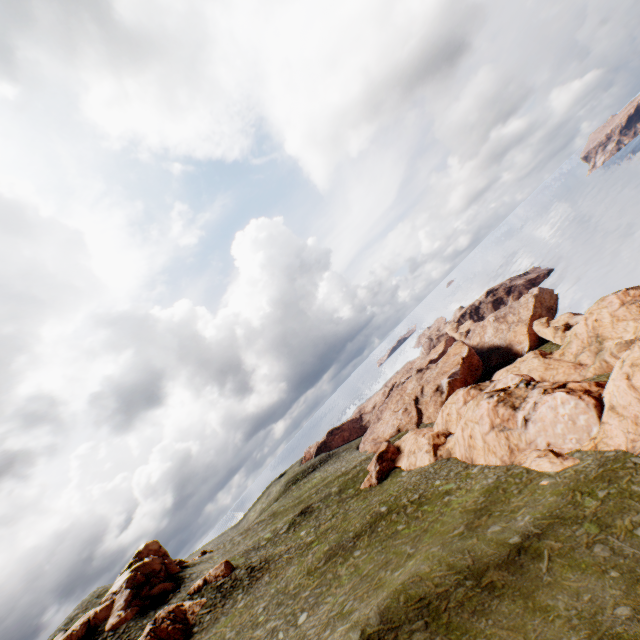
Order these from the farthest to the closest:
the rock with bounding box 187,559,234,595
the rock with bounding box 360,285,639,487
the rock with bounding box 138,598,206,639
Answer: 1. the rock with bounding box 187,559,234,595
2. the rock with bounding box 138,598,206,639
3. the rock with bounding box 360,285,639,487

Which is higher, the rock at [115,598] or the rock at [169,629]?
the rock at [115,598]

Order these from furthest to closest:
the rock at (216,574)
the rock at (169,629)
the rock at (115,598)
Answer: the rock at (216,574) → the rock at (115,598) → the rock at (169,629)

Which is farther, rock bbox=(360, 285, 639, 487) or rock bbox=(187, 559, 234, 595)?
rock bbox=(187, 559, 234, 595)

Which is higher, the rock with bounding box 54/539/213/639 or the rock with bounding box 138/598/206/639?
the rock with bounding box 54/539/213/639

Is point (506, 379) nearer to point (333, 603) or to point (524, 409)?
point (524, 409)

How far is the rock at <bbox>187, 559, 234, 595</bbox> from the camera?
39.2 meters
